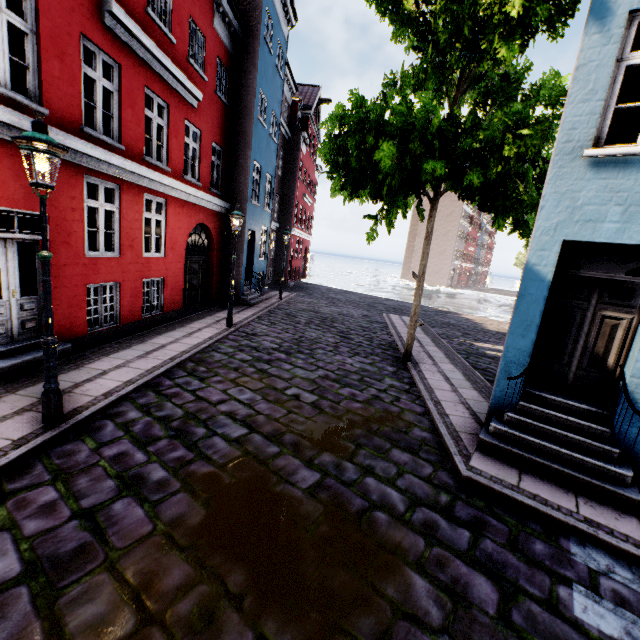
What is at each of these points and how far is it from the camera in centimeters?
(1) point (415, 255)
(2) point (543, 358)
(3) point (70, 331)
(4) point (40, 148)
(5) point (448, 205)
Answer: (1) building, 5456cm
(2) building, 554cm
(3) building, 716cm
(4) street light, 372cm
(5) building, 5078cm

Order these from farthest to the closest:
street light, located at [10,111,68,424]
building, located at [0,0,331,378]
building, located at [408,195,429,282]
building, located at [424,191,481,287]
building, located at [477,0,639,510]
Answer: building, located at [408,195,429,282], building, located at [424,191,481,287], building, located at [0,0,331,378], building, located at [477,0,639,510], street light, located at [10,111,68,424]

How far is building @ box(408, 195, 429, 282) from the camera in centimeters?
5288cm

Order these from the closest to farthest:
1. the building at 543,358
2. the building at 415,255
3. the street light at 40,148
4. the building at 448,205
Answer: the street light at 40,148 < the building at 543,358 < the building at 448,205 < the building at 415,255

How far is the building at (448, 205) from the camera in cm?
5050

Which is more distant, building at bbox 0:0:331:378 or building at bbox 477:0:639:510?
building at bbox 0:0:331:378

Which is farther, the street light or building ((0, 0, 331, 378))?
building ((0, 0, 331, 378))
